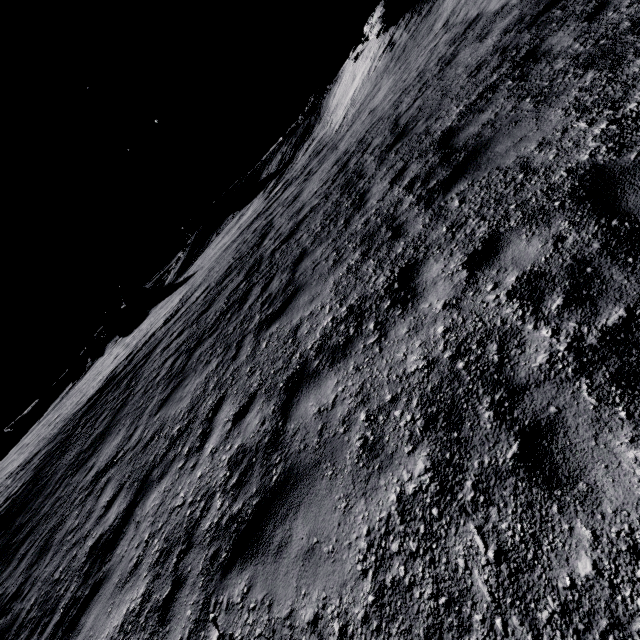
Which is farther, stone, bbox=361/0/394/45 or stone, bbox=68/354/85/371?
stone, bbox=68/354/85/371

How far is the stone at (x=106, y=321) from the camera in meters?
44.0 m

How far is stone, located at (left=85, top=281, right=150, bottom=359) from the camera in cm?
4397

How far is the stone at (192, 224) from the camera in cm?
4744

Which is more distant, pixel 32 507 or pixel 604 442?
pixel 32 507

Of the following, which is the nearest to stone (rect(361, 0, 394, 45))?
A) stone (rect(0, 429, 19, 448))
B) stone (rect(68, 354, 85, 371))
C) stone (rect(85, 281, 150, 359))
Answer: stone (rect(85, 281, 150, 359))

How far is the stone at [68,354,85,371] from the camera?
56.2m
